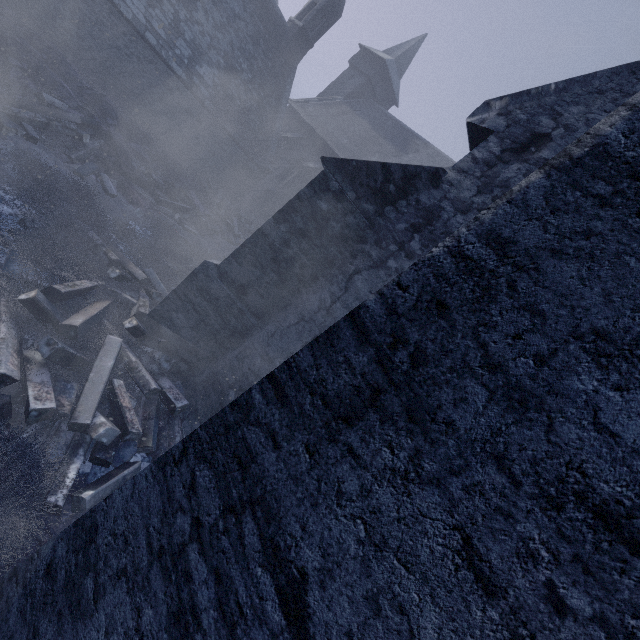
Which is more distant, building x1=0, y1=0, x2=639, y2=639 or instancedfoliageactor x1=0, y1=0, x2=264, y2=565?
instancedfoliageactor x1=0, y1=0, x2=264, y2=565

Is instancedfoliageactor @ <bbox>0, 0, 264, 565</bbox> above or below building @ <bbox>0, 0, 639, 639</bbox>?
below

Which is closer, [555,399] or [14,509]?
[555,399]

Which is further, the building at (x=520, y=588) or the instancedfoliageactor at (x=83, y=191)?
the instancedfoliageactor at (x=83, y=191)

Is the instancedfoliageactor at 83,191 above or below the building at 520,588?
below
